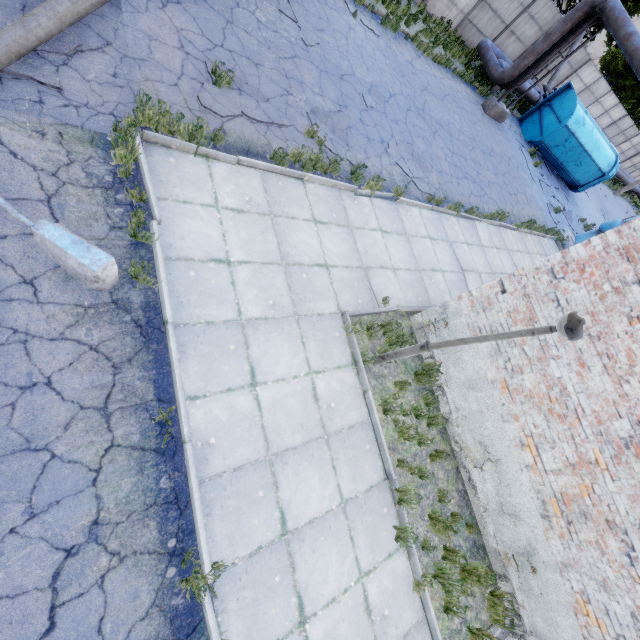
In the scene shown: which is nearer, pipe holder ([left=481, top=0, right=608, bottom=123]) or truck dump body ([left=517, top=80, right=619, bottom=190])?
pipe holder ([left=481, top=0, right=608, bottom=123])

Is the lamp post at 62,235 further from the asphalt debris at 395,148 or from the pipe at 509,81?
the pipe at 509,81

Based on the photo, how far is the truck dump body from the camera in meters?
17.5 m

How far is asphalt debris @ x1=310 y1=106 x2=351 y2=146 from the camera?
7.8 meters

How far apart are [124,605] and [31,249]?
3.93m

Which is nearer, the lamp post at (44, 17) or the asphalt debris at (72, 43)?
the lamp post at (44, 17)

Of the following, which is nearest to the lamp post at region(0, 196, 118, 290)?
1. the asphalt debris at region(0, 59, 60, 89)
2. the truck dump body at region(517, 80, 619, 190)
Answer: the asphalt debris at region(0, 59, 60, 89)

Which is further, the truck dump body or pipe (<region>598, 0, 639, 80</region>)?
the truck dump body
